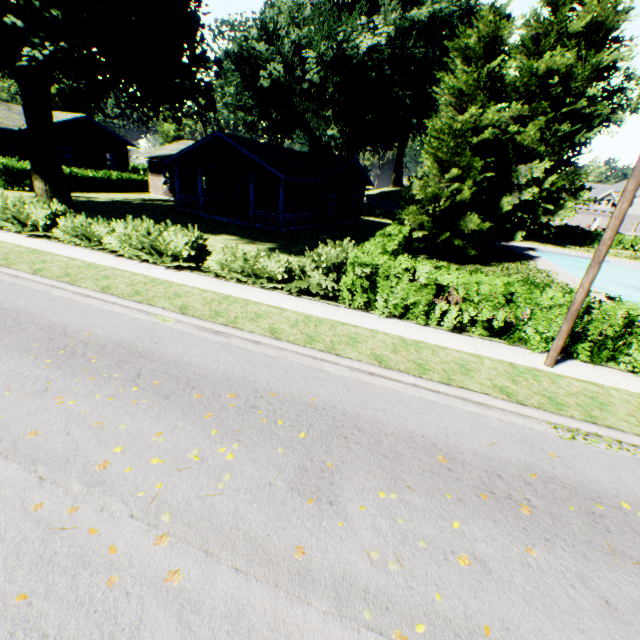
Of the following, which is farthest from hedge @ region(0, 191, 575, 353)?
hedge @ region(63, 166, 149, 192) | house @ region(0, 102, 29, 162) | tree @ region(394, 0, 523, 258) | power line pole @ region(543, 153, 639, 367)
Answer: hedge @ region(63, 166, 149, 192)

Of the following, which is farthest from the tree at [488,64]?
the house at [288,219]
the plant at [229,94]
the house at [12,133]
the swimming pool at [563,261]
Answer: the house at [12,133]

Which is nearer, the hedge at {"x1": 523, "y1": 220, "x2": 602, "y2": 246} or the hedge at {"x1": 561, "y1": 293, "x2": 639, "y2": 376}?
the hedge at {"x1": 561, "y1": 293, "x2": 639, "y2": 376}

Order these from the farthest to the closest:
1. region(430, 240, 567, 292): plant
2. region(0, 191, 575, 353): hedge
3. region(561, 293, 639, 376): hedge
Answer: region(430, 240, 567, 292): plant, region(0, 191, 575, 353): hedge, region(561, 293, 639, 376): hedge

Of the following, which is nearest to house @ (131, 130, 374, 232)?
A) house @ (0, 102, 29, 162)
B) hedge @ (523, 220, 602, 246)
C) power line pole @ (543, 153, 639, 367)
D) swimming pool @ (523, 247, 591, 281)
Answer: house @ (0, 102, 29, 162)

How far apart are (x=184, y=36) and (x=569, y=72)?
34.5 meters

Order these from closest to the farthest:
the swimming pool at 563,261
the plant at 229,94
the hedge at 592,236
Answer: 1. the plant at 229,94
2. the swimming pool at 563,261
3. the hedge at 592,236

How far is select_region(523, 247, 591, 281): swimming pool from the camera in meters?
25.6
